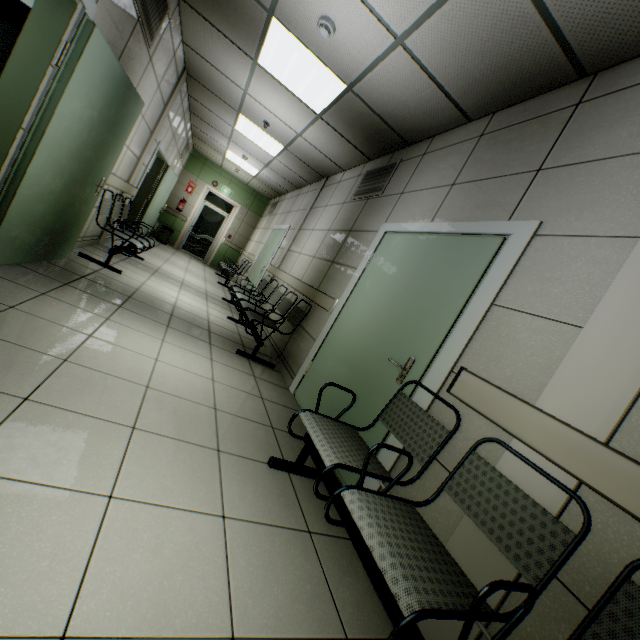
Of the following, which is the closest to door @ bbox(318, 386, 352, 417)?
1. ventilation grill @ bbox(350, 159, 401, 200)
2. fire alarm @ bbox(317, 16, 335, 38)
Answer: ventilation grill @ bbox(350, 159, 401, 200)

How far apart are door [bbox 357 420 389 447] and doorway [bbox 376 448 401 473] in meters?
0.0

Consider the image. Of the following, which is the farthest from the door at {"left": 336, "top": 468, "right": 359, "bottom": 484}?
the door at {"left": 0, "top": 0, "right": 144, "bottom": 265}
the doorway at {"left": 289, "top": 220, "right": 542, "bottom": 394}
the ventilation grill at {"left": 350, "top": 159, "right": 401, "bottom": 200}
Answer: the door at {"left": 0, "top": 0, "right": 144, "bottom": 265}

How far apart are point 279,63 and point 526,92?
2.79m

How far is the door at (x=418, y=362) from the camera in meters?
2.2

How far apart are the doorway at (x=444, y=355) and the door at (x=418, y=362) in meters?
0.0 m

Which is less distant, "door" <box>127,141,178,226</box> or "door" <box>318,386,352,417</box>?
"door" <box>318,386,352,417</box>
